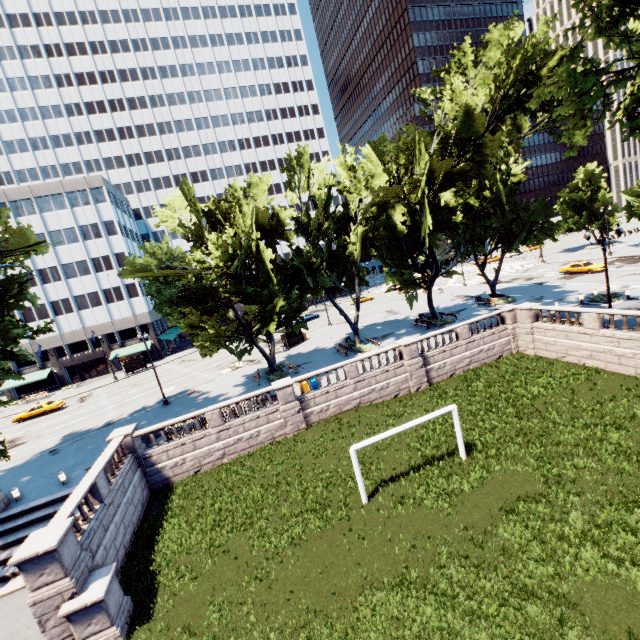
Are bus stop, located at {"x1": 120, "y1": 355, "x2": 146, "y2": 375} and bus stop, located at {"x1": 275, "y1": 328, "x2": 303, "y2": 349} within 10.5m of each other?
no

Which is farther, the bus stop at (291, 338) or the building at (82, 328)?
the building at (82, 328)

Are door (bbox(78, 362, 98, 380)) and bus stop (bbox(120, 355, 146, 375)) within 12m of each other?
yes

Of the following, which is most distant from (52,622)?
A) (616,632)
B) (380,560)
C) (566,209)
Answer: (566,209)

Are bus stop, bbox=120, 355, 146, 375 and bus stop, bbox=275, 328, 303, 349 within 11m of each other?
no

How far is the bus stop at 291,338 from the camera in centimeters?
4119cm

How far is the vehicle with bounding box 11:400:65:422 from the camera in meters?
39.0 m

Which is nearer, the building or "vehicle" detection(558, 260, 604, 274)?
"vehicle" detection(558, 260, 604, 274)
